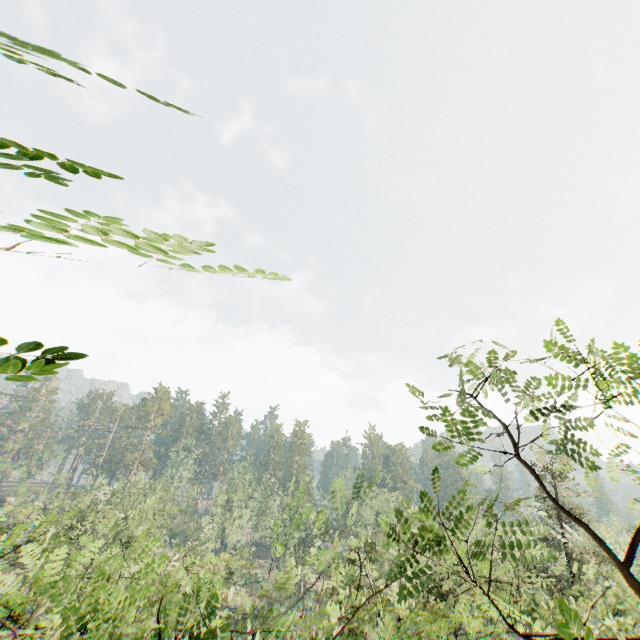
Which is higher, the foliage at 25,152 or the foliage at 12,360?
the foliage at 25,152

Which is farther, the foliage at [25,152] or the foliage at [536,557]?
the foliage at [536,557]

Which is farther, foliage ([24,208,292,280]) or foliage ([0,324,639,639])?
foliage ([0,324,639,639])

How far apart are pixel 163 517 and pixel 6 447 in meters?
30.6 m

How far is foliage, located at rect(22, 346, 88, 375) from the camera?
1.27m
